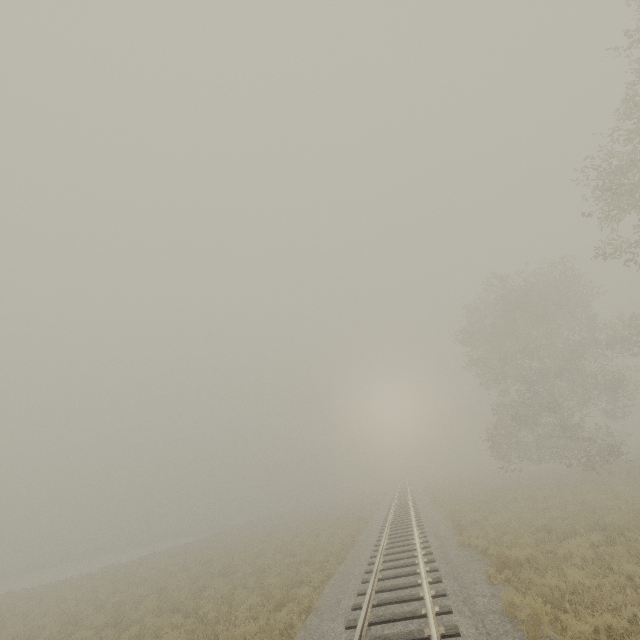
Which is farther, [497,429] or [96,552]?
[96,552]
